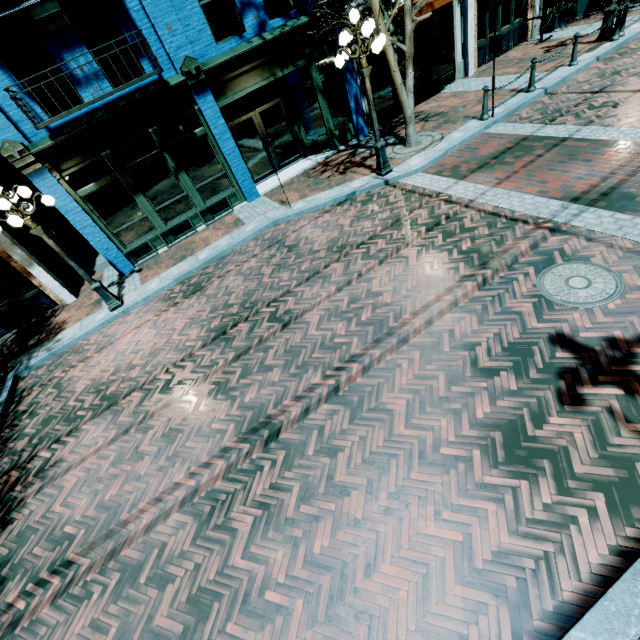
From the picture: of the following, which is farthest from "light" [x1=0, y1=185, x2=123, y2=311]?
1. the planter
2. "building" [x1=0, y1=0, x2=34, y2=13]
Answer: the planter

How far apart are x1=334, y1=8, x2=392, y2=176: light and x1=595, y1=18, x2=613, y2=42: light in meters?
8.4 m

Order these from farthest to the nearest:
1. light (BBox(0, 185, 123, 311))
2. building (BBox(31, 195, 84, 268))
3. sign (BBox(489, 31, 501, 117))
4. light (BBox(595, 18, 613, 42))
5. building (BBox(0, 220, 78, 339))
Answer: building (BBox(31, 195, 84, 268)), light (BBox(595, 18, 613, 42)), building (BBox(0, 220, 78, 339)), sign (BBox(489, 31, 501, 117)), light (BBox(0, 185, 123, 311))

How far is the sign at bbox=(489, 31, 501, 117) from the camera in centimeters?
841cm

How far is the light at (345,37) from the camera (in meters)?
7.10

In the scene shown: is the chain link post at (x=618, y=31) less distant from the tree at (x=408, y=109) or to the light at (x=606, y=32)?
the light at (x=606, y=32)

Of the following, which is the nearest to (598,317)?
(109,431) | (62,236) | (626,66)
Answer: (109,431)

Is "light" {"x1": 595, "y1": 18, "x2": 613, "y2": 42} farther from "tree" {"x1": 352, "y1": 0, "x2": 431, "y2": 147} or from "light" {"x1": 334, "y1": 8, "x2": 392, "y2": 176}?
"light" {"x1": 334, "y1": 8, "x2": 392, "y2": 176}
